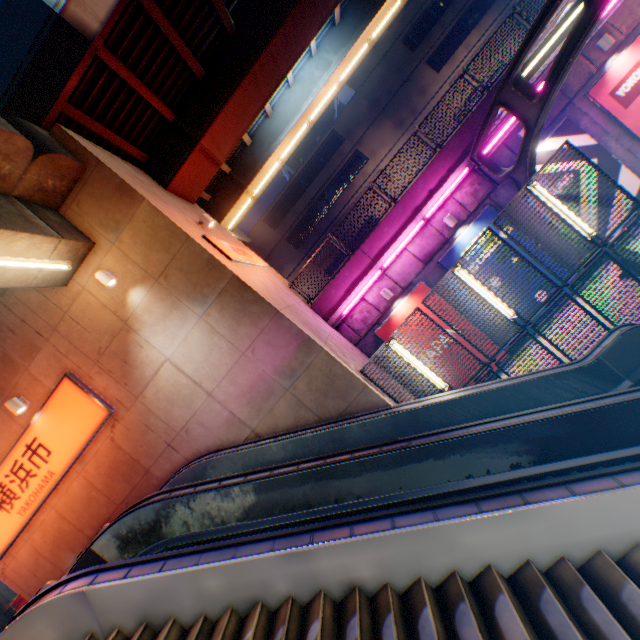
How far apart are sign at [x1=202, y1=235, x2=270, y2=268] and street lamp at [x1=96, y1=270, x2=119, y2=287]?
2.4 meters

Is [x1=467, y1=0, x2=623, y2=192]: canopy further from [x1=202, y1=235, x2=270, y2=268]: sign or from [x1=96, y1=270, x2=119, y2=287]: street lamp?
[x1=96, y1=270, x2=119, y2=287]: street lamp

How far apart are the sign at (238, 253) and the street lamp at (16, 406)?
6.71m

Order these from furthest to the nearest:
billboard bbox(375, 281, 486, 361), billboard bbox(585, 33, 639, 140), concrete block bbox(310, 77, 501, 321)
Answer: billboard bbox(375, 281, 486, 361) → concrete block bbox(310, 77, 501, 321) → billboard bbox(585, 33, 639, 140)

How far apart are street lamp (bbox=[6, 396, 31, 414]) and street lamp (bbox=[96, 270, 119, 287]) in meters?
4.3 m

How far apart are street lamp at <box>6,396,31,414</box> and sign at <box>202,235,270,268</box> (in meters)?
6.71

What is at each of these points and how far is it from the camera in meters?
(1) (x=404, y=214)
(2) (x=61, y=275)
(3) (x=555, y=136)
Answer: Result:
(1) concrete block, 11.9 m
(2) overpass support, 8.3 m
(3) billboard, 11.0 m

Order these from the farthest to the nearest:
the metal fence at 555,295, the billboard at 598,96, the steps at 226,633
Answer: the billboard at 598,96, the metal fence at 555,295, the steps at 226,633
